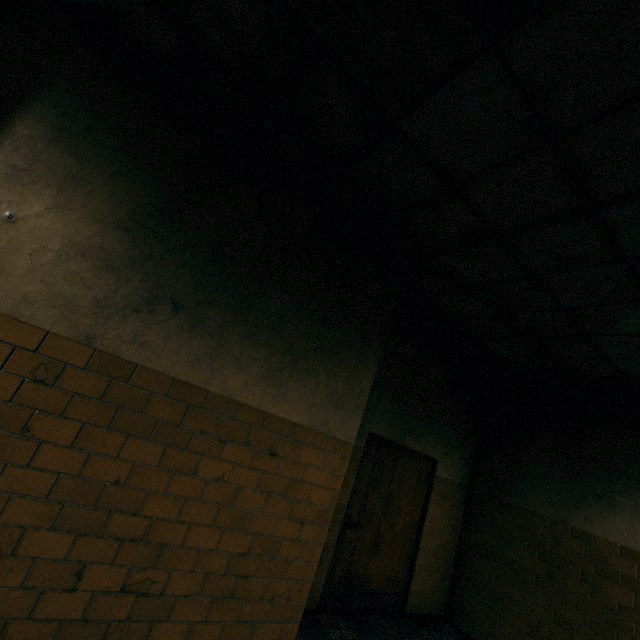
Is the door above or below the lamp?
below

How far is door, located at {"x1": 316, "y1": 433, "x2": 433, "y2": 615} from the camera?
4.16m

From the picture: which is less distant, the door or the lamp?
the lamp

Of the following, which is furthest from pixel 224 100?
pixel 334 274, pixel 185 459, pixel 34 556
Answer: pixel 34 556

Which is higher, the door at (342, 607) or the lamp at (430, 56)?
the lamp at (430, 56)

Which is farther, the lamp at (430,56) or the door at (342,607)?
the door at (342,607)
